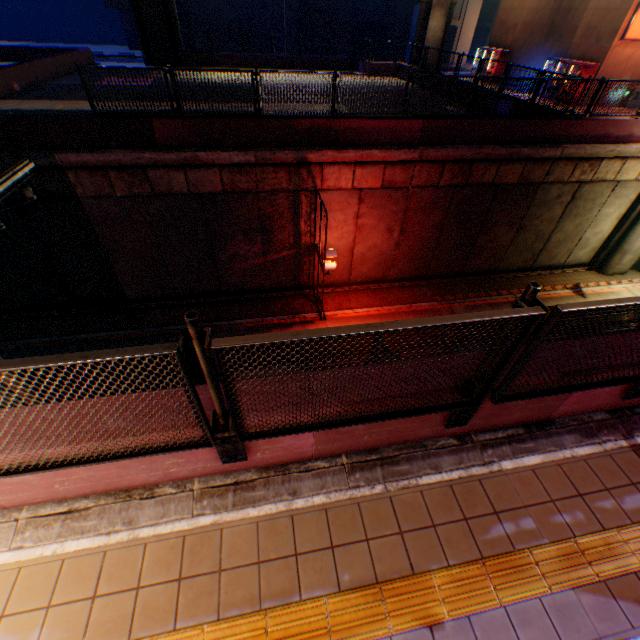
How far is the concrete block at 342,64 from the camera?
25.44m

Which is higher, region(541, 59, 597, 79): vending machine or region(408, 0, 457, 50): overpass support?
region(408, 0, 457, 50): overpass support

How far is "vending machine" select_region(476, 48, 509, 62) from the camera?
24.70m

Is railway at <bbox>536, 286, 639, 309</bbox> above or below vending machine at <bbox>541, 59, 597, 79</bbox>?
below

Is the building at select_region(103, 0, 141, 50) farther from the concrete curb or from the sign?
the concrete curb

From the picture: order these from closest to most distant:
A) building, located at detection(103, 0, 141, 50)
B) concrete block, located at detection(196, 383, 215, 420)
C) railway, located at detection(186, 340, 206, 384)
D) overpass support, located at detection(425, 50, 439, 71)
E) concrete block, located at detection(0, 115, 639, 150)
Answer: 1. concrete block, located at detection(196, 383, 215, 420)
2. concrete block, located at detection(0, 115, 639, 150)
3. railway, located at detection(186, 340, 206, 384)
4. overpass support, located at detection(425, 50, 439, 71)
5. building, located at detection(103, 0, 141, 50)

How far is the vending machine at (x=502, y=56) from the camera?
24.7m

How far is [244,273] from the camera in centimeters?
1423cm
